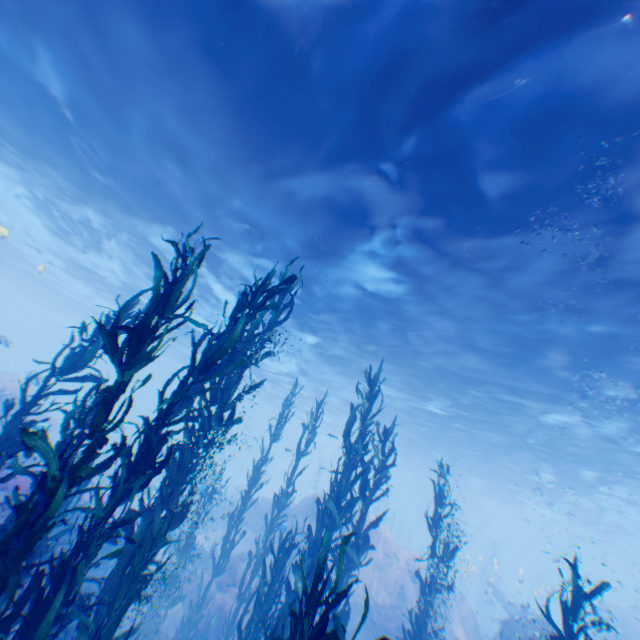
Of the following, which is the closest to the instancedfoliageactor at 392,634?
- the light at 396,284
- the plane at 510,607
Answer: the plane at 510,607

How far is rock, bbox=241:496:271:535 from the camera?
20.7m

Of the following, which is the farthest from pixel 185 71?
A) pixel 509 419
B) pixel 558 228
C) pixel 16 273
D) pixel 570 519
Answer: pixel 570 519

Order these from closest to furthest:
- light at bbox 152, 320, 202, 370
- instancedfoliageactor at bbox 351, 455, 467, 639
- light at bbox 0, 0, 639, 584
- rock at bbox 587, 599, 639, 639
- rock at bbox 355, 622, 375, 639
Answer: light at bbox 0, 0, 639, 584 → instancedfoliageactor at bbox 351, 455, 467, 639 → rock at bbox 355, 622, 375, 639 → rock at bbox 587, 599, 639, 639 → light at bbox 152, 320, 202, 370

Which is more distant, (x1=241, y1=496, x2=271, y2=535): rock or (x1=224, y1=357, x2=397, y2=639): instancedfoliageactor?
(x1=241, y1=496, x2=271, y2=535): rock

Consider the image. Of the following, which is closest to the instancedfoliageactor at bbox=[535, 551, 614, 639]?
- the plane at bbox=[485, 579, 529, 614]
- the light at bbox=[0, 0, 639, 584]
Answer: the plane at bbox=[485, 579, 529, 614]

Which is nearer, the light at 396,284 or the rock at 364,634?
the light at 396,284

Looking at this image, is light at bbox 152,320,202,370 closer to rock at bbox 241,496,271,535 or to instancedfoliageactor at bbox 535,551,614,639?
rock at bbox 241,496,271,535
